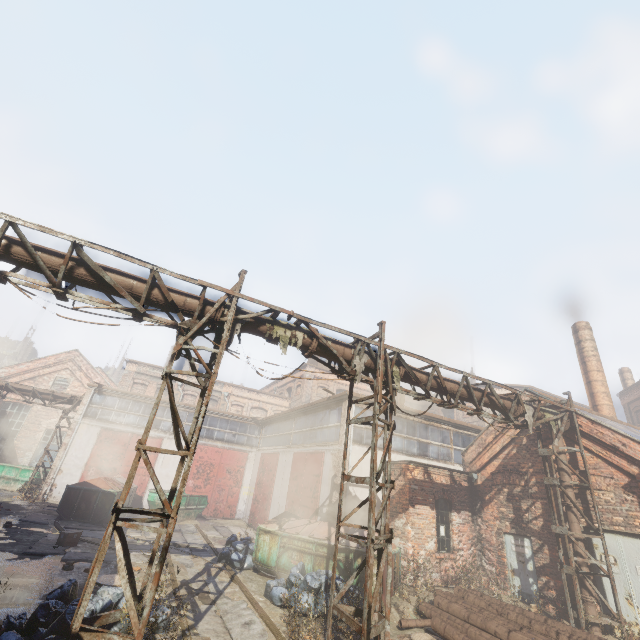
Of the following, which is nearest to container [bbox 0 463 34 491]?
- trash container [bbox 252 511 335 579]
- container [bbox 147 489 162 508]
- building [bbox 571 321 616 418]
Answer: container [bbox 147 489 162 508]

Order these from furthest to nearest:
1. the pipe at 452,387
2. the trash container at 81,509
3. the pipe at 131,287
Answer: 1. the trash container at 81,509
2. the pipe at 452,387
3. the pipe at 131,287

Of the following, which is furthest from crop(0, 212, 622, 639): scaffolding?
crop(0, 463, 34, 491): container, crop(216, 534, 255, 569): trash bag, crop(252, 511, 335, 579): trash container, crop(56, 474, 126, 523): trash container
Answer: crop(0, 463, 34, 491): container

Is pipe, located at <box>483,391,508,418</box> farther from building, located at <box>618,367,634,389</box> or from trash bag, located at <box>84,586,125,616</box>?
building, located at <box>618,367,634,389</box>

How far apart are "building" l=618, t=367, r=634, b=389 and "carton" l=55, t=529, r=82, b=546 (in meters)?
41.35

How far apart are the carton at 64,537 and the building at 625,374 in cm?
4135

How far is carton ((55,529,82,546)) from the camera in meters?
10.4 m

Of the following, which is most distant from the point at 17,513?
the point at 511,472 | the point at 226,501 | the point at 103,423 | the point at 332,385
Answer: the point at 332,385
